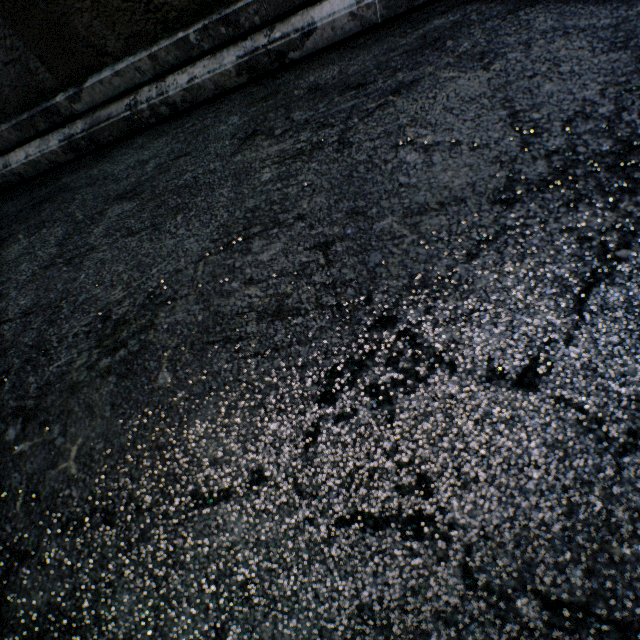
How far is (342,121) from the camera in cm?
89
